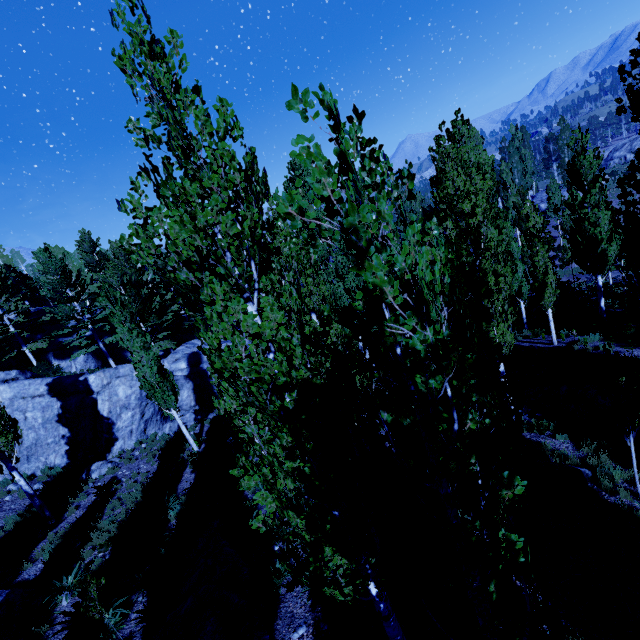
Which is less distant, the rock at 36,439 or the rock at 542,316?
the rock at 36,439

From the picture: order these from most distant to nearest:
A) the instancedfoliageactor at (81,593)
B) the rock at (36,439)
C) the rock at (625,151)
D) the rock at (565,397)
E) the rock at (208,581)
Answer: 1. the rock at (625,151)
2. the rock at (36,439)
3. the rock at (565,397)
4. the instancedfoliageactor at (81,593)
5. the rock at (208,581)

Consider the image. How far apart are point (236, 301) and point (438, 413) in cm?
216

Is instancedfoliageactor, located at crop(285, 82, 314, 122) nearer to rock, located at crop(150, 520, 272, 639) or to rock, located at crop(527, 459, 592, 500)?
rock, located at crop(150, 520, 272, 639)

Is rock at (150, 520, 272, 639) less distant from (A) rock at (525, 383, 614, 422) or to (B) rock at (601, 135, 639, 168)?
(A) rock at (525, 383, 614, 422)

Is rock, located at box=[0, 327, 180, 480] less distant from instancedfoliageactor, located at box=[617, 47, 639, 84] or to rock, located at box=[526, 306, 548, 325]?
instancedfoliageactor, located at box=[617, 47, 639, 84]

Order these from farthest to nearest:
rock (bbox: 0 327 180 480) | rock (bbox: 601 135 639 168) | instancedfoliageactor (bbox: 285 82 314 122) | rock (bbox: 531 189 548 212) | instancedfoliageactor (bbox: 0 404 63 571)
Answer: rock (bbox: 601 135 639 168), rock (bbox: 531 189 548 212), rock (bbox: 0 327 180 480), instancedfoliageactor (bbox: 0 404 63 571), instancedfoliageactor (bbox: 285 82 314 122)

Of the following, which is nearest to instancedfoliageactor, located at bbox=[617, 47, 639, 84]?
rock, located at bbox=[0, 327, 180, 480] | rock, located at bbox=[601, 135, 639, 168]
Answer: rock, located at bbox=[0, 327, 180, 480]
